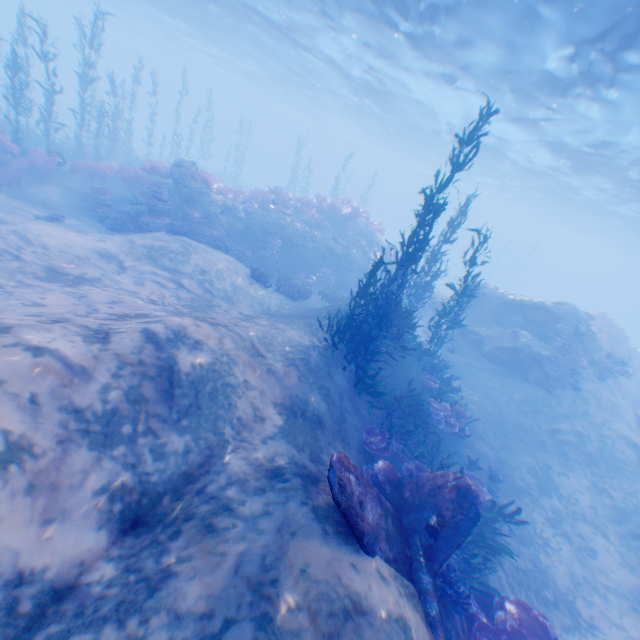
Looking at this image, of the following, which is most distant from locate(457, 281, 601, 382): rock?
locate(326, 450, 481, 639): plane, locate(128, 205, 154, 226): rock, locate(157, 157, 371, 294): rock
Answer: locate(128, 205, 154, 226): rock

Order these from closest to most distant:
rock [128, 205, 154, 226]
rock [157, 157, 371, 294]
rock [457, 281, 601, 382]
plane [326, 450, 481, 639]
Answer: plane [326, 450, 481, 639]
rock [128, 205, 154, 226]
rock [457, 281, 601, 382]
rock [157, 157, 371, 294]

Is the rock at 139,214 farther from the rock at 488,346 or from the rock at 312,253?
the rock at 488,346

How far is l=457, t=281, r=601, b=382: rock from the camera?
15.3m

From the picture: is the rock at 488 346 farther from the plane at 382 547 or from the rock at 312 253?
the rock at 312 253

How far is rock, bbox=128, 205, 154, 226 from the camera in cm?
1364

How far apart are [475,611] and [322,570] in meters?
5.2

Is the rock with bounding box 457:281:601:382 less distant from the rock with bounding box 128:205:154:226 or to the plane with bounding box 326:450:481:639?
the plane with bounding box 326:450:481:639
